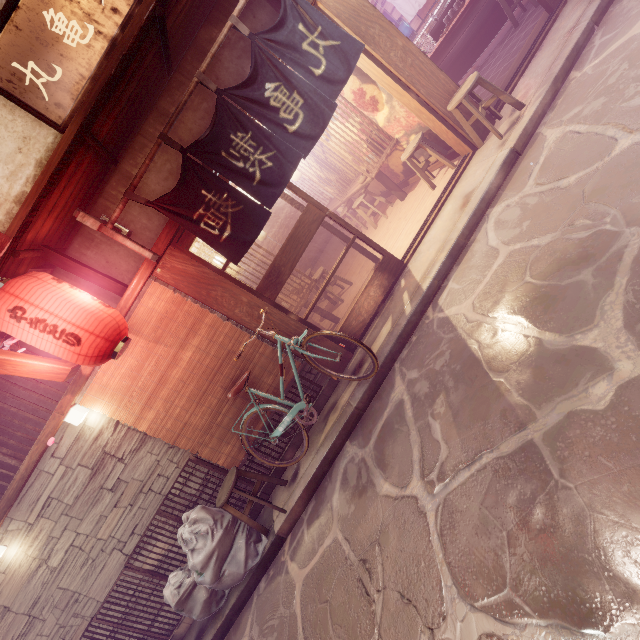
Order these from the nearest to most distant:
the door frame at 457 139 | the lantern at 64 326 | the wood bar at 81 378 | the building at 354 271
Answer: the lantern at 64 326 → the wood bar at 81 378 → the door frame at 457 139 → the building at 354 271

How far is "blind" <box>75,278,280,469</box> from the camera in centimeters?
731cm

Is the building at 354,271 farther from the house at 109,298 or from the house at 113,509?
the house at 113,509

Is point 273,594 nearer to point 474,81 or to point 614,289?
point 614,289

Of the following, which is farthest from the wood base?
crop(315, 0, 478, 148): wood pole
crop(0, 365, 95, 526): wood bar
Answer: crop(315, 0, 478, 148): wood pole

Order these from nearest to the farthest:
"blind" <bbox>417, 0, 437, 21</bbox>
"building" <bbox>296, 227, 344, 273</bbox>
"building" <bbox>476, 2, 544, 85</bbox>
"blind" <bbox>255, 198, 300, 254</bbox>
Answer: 1. "building" <bbox>476, 2, 544, 85</bbox>
2. "blind" <bbox>417, 0, 437, 21</bbox>
3. "building" <bbox>296, 227, 344, 273</bbox>
4. "blind" <bbox>255, 198, 300, 254</bbox>

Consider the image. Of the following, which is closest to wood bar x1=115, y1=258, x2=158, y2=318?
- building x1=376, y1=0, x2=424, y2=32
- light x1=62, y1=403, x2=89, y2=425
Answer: building x1=376, y1=0, x2=424, y2=32

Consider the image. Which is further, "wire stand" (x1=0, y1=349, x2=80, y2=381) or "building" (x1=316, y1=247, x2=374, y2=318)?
"building" (x1=316, y1=247, x2=374, y2=318)
